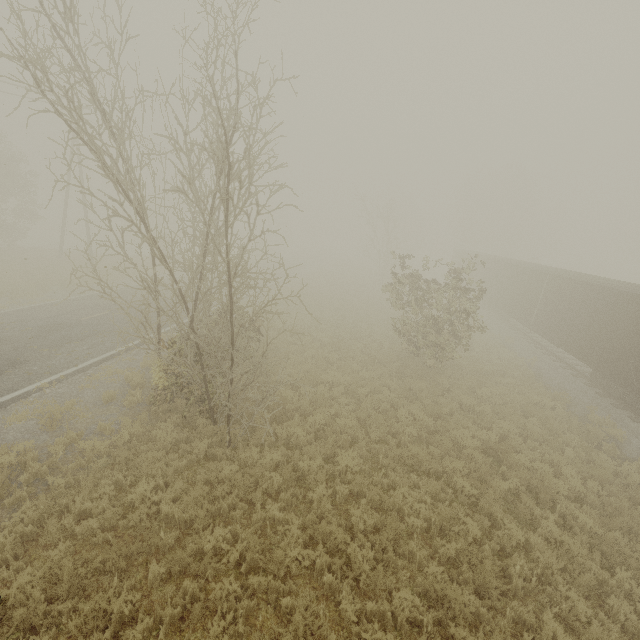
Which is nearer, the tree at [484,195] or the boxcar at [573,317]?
the boxcar at [573,317]

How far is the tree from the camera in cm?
4947

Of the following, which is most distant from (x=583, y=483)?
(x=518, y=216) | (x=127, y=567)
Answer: (x=518, y=216)

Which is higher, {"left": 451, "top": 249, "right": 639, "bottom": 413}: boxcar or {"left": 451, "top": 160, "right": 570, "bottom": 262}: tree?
{"left": 451, "top": 160, "right": 570, "bottom": 262}: tree

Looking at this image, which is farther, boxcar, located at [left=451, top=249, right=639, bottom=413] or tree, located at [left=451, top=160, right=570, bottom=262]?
tree, located at [left=451, top=160, right=570, bottom=262]

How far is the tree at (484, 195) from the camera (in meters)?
49.47
